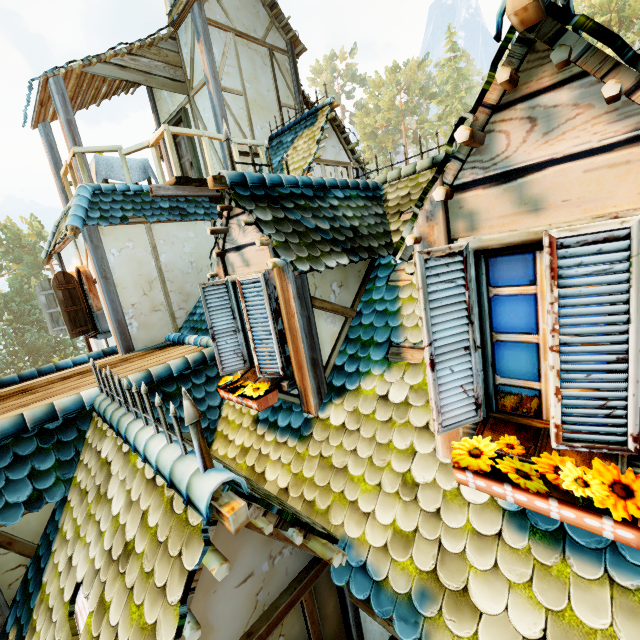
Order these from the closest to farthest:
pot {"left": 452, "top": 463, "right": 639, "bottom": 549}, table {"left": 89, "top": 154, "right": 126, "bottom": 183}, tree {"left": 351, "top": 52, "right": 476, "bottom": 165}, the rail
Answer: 1. pot {"left": 452, "top": 463, "right": 639, "bottom": 549}
2. the rail
3. table {"left": 89, "top": 154, "right": 126, "bottom": 183}
4. tree {"left": 351, "top": 52, "right": 476, "bottom": 165}

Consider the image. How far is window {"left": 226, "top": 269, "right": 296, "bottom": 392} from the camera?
3.4m

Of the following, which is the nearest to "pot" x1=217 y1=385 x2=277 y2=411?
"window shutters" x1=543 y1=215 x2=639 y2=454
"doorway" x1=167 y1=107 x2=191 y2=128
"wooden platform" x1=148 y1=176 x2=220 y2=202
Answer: "window shutters" x1=543 y1=215 x2=639 y2=454

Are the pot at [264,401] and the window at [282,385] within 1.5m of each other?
yes

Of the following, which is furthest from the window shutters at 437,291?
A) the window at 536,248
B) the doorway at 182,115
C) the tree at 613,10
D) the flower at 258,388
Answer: the tree at 613,10

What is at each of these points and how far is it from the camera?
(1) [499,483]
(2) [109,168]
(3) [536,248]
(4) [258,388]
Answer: (1) pot, 1.7m
(2) table, 7.1m
(3) window, 1.7m
(4) flower, 3.4m

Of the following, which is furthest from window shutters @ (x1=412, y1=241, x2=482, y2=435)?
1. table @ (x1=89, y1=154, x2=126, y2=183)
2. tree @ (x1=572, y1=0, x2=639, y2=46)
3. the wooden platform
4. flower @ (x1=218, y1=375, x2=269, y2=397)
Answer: tree @ (x1=572, y1=0, x2=639, y2=46)

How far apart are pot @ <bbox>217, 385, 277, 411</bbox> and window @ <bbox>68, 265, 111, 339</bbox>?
4.44m
